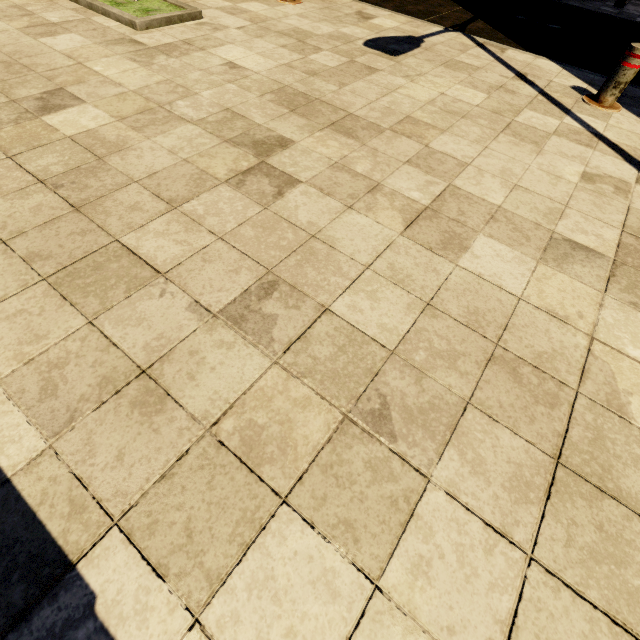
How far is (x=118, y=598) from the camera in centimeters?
101cm
